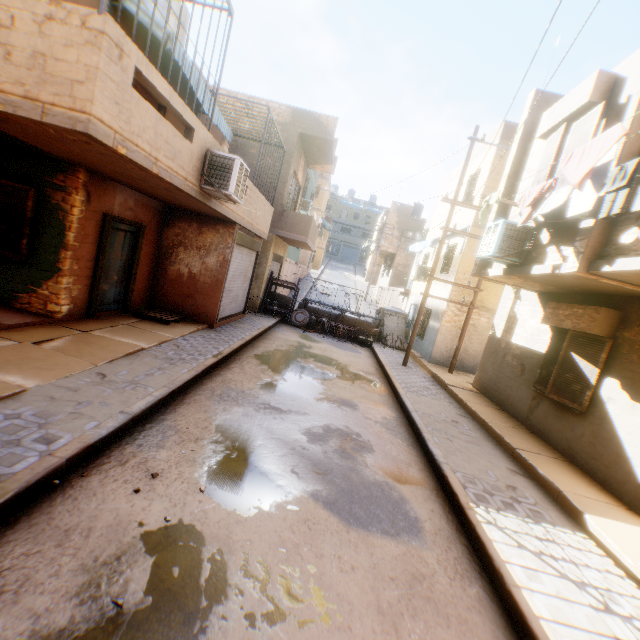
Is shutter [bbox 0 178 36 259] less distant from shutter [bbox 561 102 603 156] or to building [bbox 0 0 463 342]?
building [bbox 0 0 463 342]

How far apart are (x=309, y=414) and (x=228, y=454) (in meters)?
2.25

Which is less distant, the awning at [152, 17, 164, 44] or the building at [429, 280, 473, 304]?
the awning at [152, 17, 164, 44]

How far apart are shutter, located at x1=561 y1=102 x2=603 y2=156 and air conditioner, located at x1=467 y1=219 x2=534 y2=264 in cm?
68

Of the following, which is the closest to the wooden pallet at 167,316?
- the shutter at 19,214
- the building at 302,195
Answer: the building at 302,195

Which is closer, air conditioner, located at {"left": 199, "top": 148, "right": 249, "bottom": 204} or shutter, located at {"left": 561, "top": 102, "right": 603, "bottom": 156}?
shutter, located at {"left": 561, "top": 102, "right": 603, "bottom": 156}

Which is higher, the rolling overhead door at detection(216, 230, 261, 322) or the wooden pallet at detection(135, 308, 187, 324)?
the rolling overhead door at detection(216, 230, 261, 322)

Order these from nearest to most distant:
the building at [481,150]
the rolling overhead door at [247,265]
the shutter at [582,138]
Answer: the shutter at [582,138]
the rolling overhead door at [247,265]
the building at [481,150]
